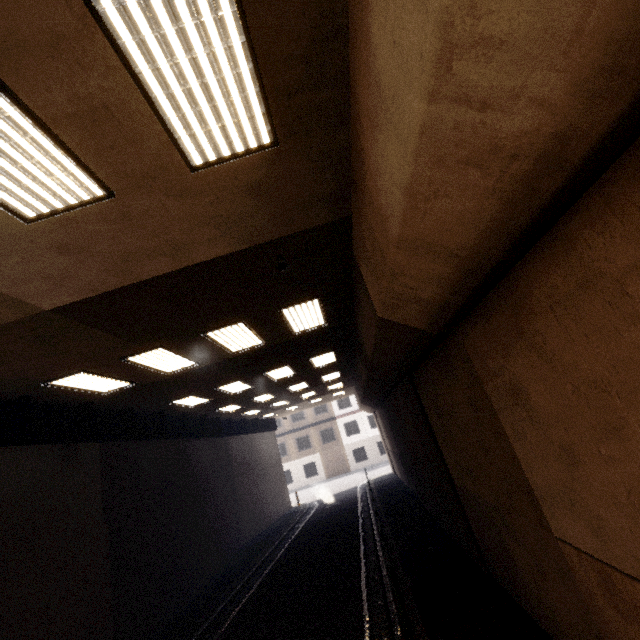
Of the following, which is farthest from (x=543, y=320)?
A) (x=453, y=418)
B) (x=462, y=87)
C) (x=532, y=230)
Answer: (x=453, y=418)

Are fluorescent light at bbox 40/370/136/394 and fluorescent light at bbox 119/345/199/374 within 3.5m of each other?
yes

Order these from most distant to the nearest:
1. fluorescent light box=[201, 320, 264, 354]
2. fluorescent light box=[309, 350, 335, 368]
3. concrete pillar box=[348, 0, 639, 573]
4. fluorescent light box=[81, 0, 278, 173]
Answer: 1. fluorescent light box=[309, 350, 335, 368]
2. fluorescent light box=[201, 320, 264, 354]
3. fluorescent light box=[81, 0, 278, 173]
4. concrete pillar box=[348, 0, 639, 573]

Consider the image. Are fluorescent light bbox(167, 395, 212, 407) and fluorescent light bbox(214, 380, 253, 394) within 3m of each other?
yes

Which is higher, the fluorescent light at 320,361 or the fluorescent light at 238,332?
the fluorescent light at 320,361

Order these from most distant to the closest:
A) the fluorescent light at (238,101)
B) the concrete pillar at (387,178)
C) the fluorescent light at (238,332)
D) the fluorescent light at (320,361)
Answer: the fluorescent light at (320,361) → the fluorescent light at (238,332) → the fluorescent light at (238,101) → the concrete pillar at (387,178)

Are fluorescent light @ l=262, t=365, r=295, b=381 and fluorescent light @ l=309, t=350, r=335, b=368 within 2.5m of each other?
yes

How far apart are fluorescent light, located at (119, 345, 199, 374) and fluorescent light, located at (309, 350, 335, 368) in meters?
4.3 m
